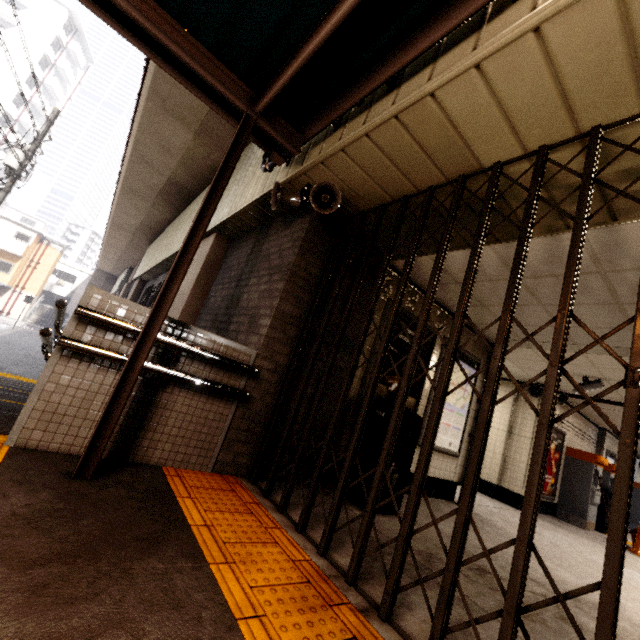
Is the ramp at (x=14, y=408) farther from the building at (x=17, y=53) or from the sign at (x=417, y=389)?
the building at (x=17, y=53)

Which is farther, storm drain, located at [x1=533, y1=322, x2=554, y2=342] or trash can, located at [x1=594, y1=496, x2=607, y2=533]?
trash can, located at [x1=594, y1=496, x2=607, y2=533]

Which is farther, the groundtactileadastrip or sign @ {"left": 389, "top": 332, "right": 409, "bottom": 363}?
sign @ {"left": 389, "top": 332, "right": 409, "bottom": 363}

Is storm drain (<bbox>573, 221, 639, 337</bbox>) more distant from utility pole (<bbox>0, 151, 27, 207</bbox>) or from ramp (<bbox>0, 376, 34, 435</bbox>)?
utility pole (<bbox>0, 151, 27, 207</bbox>)

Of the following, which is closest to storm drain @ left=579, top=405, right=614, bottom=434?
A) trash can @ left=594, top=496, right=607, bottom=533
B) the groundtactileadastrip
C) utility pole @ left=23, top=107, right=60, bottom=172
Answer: trash can @ left=594, top=496, right=607, bottom=533

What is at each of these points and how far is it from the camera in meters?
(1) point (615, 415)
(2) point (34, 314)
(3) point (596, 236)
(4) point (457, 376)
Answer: (1) storm drain, 8.4
(2) stairs, 36.9
(3) storm drain, 2.7
(4) sign, 5.5

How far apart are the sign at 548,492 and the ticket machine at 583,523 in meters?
0.3 m

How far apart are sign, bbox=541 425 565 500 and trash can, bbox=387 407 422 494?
6.1 meters
